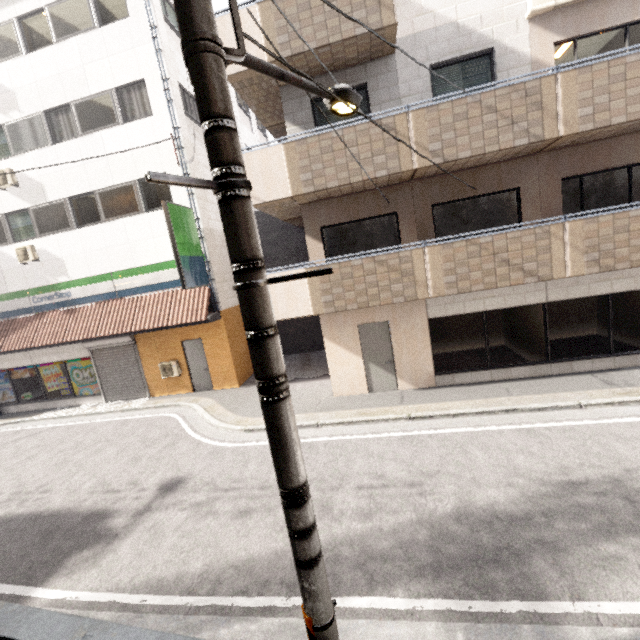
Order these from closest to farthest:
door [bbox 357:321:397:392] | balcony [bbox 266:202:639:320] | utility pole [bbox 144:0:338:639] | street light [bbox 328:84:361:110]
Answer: utility pole [bbox 144:0:338:639] → street light [bbox 328:84:361:110] → balcony [bbox 266:202:639:320] → door [bbox 357:321:397:392]

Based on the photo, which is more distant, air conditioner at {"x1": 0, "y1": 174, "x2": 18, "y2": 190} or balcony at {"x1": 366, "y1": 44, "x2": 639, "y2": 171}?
air conditioner at {"x1": 0, "y1": 174, "x2": 18, "y2": 190}

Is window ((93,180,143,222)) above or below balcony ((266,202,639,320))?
above

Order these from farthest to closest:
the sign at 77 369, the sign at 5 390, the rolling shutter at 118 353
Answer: the sign at 5 390 < the sign at 77 369 < the rolling shutter at 118 353

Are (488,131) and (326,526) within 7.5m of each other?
no

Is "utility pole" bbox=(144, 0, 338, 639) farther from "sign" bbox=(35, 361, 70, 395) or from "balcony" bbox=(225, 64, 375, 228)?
"sign" bbox=(35, 361, 70, 395)

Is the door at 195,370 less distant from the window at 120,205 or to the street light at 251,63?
the window at 120,205

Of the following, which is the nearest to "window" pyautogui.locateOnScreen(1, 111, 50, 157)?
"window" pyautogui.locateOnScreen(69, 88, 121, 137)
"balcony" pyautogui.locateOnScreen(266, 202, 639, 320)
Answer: "window" pyautogui.locateOnScreen(69, 88, 121, 137)
